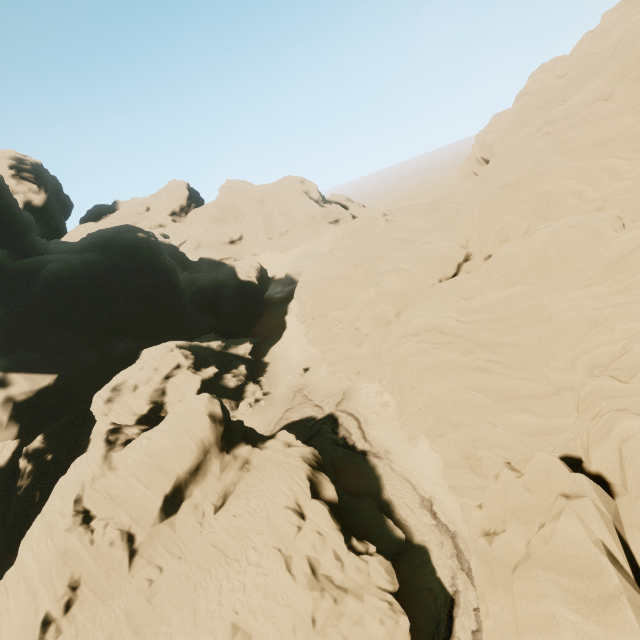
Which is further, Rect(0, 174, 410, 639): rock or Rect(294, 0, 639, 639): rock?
Rect(0, 174, 410, 639): rock

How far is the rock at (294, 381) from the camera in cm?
4269

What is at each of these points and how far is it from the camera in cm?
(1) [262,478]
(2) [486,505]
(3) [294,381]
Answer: (1) rock, 2205
(2) rock, 774
(3) rock, 4331

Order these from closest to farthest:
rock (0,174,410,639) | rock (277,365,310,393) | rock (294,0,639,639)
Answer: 1. rock (294,0,639,639)
2. rock (0,174,410,639)
3. rock (277,365,310,393)

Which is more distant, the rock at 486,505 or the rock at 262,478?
the rock at 262,478

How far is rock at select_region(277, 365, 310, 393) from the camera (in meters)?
42.69
